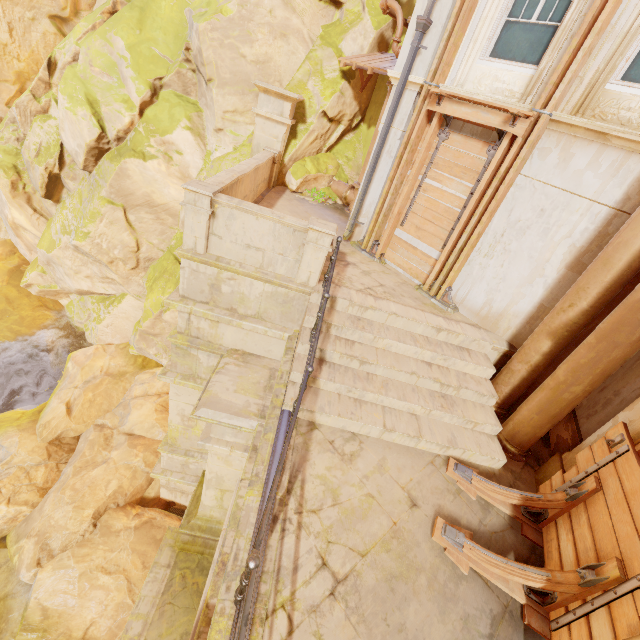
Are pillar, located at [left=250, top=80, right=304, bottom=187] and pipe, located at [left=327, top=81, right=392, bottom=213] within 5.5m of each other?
yes

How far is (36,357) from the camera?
13.8m

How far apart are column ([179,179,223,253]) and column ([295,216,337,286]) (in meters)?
1.56

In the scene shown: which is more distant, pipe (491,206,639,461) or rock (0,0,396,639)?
rock (0,0,396,639)

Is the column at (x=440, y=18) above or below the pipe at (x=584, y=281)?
above

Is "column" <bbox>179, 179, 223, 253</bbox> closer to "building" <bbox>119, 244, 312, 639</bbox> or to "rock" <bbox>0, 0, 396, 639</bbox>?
"building" <bbox>119, 244, 312, 639</bbox>

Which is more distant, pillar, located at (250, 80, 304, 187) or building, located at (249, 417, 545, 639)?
pillar, located at (250, 80, 304, 187)

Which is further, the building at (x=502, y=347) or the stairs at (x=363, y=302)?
the building at (x=502, y=347)
